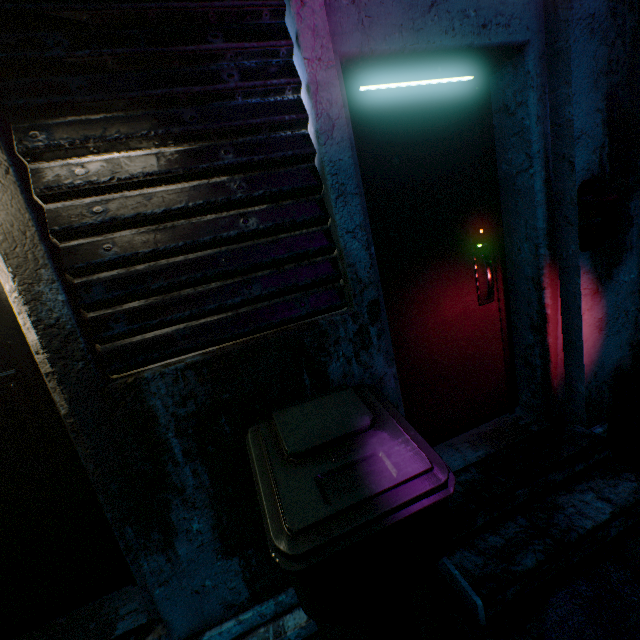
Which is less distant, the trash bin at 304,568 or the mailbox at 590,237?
the trash bin at 304,568

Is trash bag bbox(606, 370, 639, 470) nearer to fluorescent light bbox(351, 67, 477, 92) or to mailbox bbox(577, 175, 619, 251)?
mailbox bbox(577, 175, 619, 251)

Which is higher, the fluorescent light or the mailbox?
the fluorescent light

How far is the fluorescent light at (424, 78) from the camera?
1.5m

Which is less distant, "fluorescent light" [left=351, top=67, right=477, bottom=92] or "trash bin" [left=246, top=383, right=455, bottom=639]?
"trash bin" [left=246, top=383, right=455, bottom=639]

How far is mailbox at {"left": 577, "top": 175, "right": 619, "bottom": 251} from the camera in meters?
1.6

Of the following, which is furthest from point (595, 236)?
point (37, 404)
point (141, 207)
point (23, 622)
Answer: point (23, 622)

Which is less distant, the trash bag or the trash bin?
the trash bin
